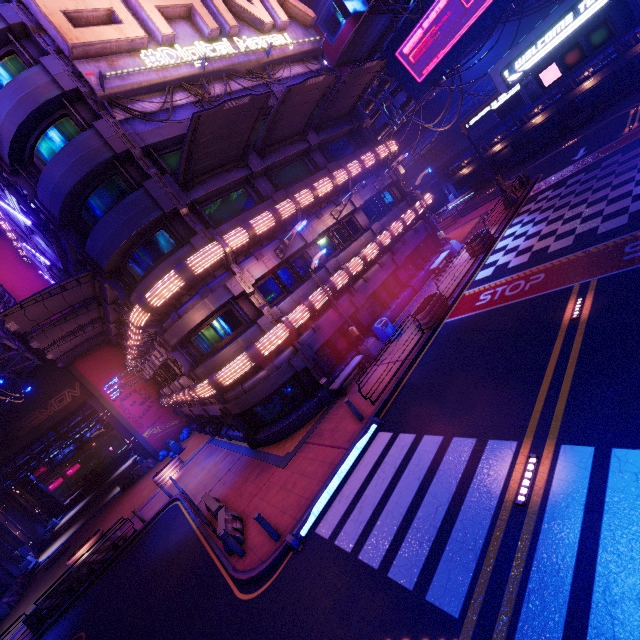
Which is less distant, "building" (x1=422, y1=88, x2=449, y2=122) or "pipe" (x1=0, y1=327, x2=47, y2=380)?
"pipe" (x1=0, y1=327, x2=47, y2=380)

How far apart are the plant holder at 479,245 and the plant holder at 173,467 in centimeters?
2539cm

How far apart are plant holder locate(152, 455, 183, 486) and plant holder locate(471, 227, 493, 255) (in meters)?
25.39

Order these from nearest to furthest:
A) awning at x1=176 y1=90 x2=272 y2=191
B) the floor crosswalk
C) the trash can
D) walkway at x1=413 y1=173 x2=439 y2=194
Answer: the floor crosswalk, awning at x1=176 y1=90 x2=272 y2=191, the trash can, walkway at x1=413 y1=173 x2=439 y2=194

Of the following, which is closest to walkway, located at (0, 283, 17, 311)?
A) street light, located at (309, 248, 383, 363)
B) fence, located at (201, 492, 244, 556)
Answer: street light, located at (309, 248, 383, 363)

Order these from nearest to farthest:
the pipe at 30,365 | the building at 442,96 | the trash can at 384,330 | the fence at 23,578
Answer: the trash can at 384,330 < the pipe at 30,365 < the fence at 23,578 < the building at 442,96

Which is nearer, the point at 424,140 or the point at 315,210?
the point at 315,210

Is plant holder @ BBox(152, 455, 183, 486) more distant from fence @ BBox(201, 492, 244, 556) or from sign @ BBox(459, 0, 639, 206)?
sign @ BBox(459, 0, 639, 206)
